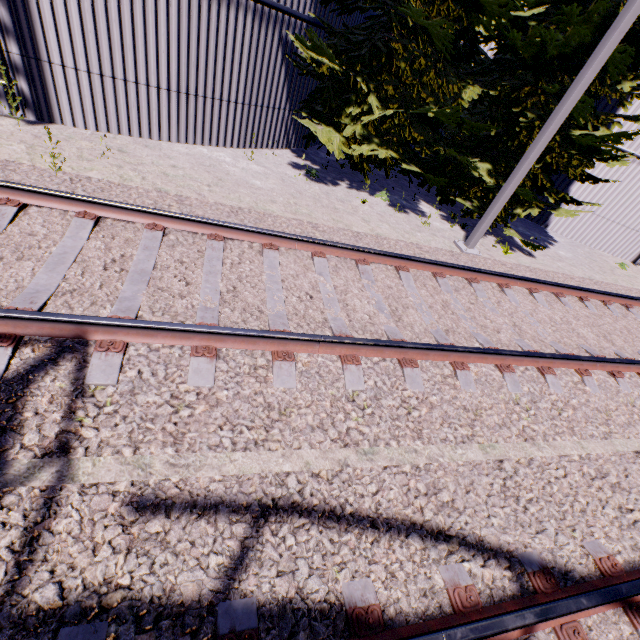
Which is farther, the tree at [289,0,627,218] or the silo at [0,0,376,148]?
the tree at [289,0,627,218]

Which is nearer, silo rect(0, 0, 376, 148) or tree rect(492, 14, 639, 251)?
silo rect(0, 0, 376, 148)

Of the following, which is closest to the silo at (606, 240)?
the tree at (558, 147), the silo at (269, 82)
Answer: the tree at (558, 147)

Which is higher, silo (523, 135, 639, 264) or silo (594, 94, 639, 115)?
silo (594, 94, 639, 115)

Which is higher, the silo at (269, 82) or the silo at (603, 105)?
the silo at (603, 105)

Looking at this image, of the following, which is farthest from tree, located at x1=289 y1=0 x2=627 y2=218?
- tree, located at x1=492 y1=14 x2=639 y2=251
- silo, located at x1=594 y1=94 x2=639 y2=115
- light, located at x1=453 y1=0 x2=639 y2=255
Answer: silo, located at x1=594 y1=94 x2=639 y2=115

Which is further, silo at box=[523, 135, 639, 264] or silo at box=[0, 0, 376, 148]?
silo at box=[523, 135, 639, 264]

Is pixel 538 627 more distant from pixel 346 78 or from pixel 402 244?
pixel 346 78
